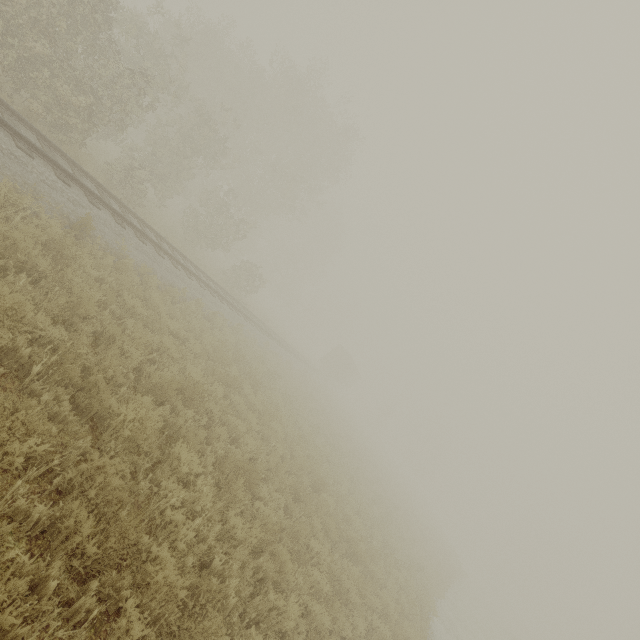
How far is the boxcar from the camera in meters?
44.5 m

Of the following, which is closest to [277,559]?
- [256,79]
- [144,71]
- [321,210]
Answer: [144,71]

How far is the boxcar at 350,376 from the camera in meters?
44.5 m
